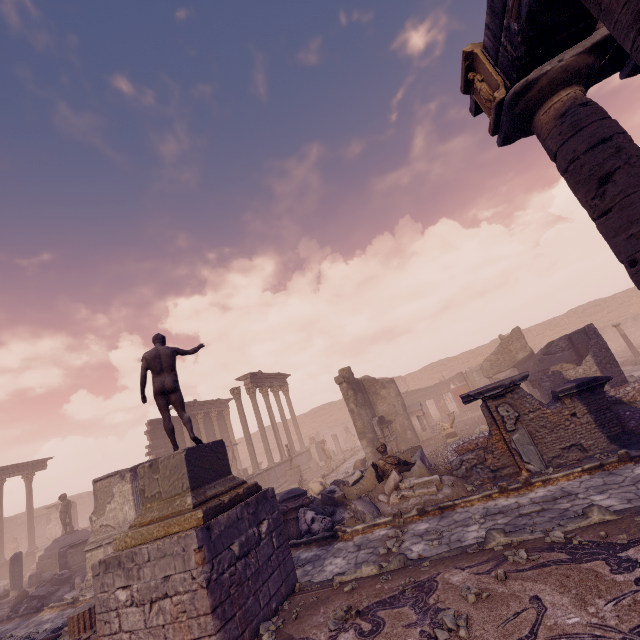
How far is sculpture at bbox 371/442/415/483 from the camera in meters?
9.8 m

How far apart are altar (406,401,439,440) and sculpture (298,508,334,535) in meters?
11.0

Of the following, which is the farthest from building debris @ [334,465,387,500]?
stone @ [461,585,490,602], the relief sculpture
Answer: the relief sculpture

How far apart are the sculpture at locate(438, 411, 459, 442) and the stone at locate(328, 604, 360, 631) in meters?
12.4

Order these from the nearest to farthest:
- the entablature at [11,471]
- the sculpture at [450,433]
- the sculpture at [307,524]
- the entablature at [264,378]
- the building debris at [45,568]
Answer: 1. the sculpture at [307,524]
2. the building debris at [45,568]
3. the sculpture at [450,433]
4. the entablature at [264,378]
5. the entablature at [11,471]

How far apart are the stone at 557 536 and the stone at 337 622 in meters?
2.9 m

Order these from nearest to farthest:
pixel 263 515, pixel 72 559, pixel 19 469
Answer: pixel 263 515, pixel 72 559, pixel 19 469

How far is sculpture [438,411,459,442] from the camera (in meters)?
15.65
